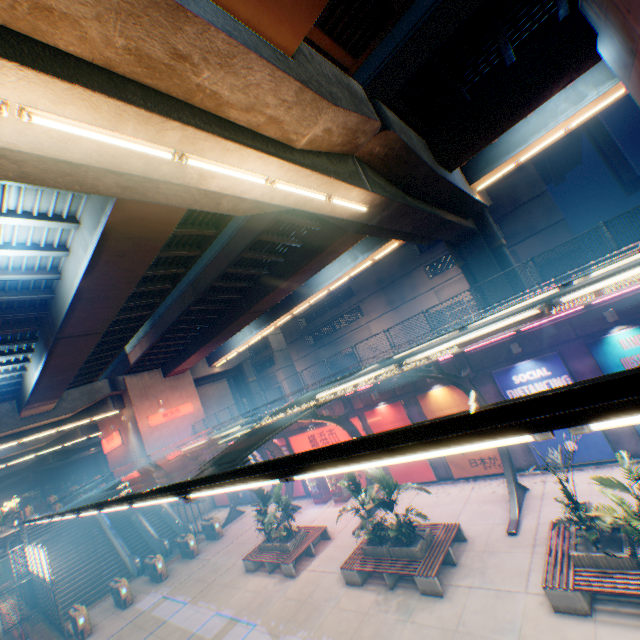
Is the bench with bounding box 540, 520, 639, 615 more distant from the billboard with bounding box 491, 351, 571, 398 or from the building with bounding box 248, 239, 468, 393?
the building with bounding box 248, 239, 468, 393

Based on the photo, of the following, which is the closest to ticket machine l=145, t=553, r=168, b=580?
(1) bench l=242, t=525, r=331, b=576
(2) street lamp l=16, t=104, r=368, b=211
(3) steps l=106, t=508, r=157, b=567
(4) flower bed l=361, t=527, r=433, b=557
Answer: (3) steps l=106, t=508, r=157, b=567

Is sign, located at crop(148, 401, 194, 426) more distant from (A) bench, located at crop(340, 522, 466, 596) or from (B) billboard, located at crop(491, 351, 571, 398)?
(B) billboard, located at crop(491, 351, 571, 398)

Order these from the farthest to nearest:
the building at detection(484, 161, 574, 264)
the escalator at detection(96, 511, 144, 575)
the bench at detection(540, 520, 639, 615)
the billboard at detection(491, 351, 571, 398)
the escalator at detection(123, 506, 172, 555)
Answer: the building at detection(484, 161, 574, 264) → the escalator at detection(123, 506, 172, 555) → the escalator at detection(96, 511, 144, 575) → the billboard at detection(491, 351, 571, 398) → the bench at detection(540, 520, 639, 615)

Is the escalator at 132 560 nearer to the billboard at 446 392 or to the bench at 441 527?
the bench at 441 527

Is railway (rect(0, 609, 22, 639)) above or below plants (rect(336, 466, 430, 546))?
below

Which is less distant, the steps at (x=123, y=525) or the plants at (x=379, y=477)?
the plants at (x=379, y=477)

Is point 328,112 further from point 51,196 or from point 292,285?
point 292,285
